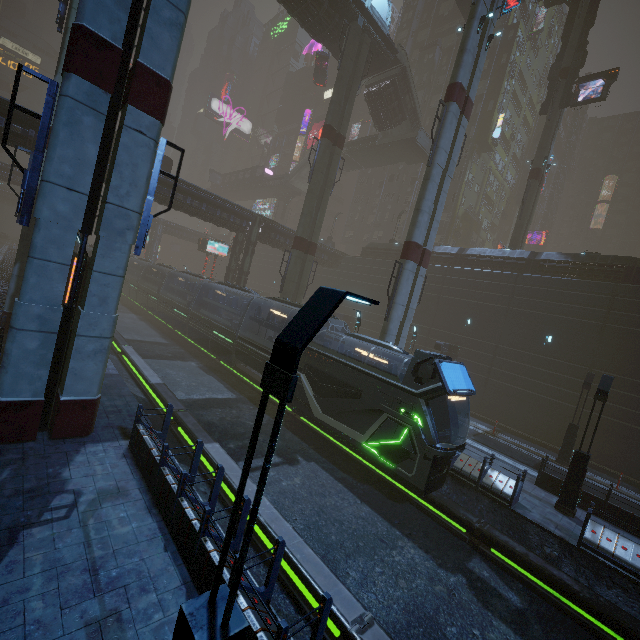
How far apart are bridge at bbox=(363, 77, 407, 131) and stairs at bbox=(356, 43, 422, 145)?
0.0m

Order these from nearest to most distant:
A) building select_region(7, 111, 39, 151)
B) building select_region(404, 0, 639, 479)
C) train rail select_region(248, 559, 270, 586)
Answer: train rail select_region(248, 559, 270, 586) → building select_region(7, 111, 39, 151) → building select_region(404, 0, 639, 479)

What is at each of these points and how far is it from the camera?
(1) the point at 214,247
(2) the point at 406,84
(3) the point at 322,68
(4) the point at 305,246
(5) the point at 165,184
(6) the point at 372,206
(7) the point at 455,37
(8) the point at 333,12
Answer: (1) sign, 37.7m
(2) stairs, 32.2m
(3) car, 39.6m
(4) sm, 26.1m
(5) building, 25.2m
(6) building, 52.8m
(7) building, 46.7m
(8) building, 26.3m

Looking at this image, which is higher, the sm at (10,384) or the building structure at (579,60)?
the building structure at (579,60)

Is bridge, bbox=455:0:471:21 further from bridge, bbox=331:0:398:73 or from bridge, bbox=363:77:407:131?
bridge, bbox=363:77:407:131

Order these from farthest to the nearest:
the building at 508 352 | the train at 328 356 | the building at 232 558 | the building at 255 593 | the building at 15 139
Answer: the building at 508 352, the building at 15 139, the train at 328 356, the building at 232 558, the building at 255 593

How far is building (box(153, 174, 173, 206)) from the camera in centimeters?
2489cm

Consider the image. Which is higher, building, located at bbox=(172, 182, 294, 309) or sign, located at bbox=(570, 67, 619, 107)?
sign, located at bbox=(570, 67, 619, 107)
